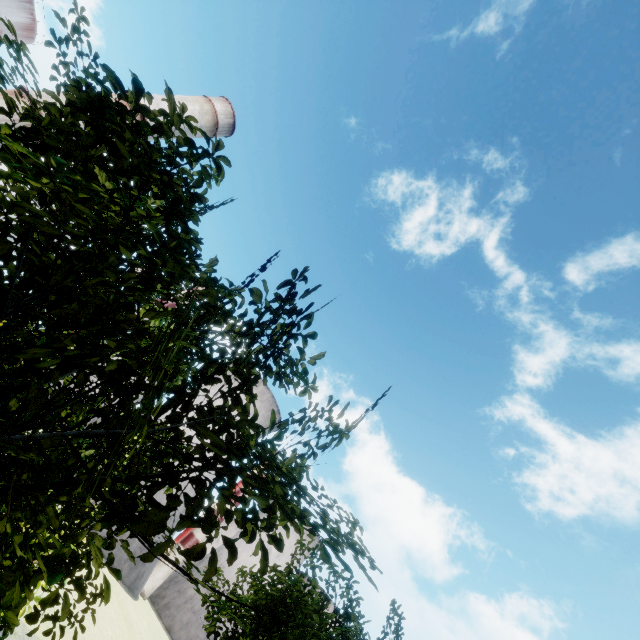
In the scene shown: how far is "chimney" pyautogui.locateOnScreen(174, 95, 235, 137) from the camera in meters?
44.9 m

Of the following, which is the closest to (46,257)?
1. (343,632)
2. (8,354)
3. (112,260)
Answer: (112,260)

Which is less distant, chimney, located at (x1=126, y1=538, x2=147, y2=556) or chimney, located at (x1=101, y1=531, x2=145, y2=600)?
chimney, located at (x1=101, y1=531, x2=145, y2=600)

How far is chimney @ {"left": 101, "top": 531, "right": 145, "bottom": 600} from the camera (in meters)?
54.16

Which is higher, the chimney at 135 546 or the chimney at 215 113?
the chimney at 215 113

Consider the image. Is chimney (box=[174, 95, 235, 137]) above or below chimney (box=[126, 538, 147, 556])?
above

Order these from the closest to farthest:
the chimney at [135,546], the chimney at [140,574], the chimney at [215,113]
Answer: the chimney at [215,113], the chimney at [140,574], the chimney at [135,546]

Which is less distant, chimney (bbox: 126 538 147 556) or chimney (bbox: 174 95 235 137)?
chimney (bbox: 174 95 235 137)
